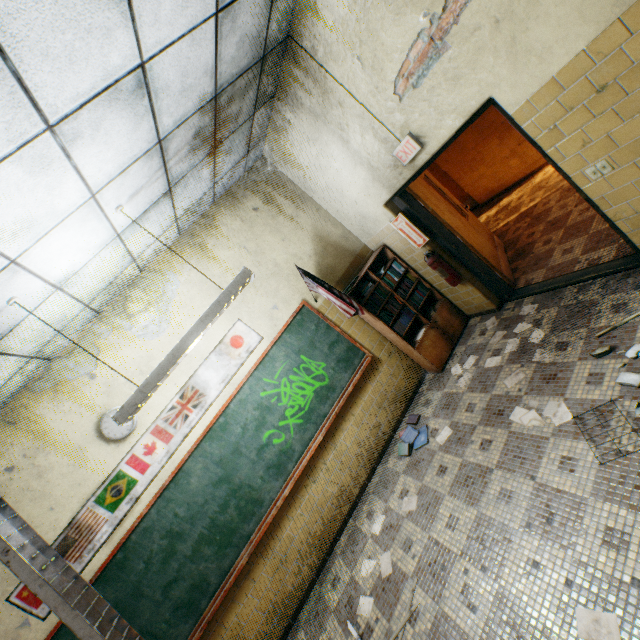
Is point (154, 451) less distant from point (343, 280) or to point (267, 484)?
point (267, 484)

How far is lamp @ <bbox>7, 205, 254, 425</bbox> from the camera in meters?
2.3

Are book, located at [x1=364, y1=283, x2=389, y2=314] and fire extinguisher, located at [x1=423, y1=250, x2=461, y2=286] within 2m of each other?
yes

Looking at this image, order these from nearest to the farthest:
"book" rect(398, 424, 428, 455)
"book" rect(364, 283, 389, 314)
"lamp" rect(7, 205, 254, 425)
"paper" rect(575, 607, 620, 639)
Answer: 1. "paper" rect(575, 607, 620, 639)
2. "lamp" rect(7, 205, 254, 425)
3. "book" rect(398, 424, 428, 455)
4. "book" rect(364, 283, 389, 314)

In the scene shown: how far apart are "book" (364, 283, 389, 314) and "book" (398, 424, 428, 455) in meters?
1.2

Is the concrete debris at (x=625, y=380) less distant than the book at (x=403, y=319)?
Yes

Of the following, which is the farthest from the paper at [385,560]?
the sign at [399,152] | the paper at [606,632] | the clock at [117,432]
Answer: the sign at [399,152]

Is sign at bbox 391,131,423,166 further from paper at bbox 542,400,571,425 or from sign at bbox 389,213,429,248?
paper at bbox 542,400,571,425
